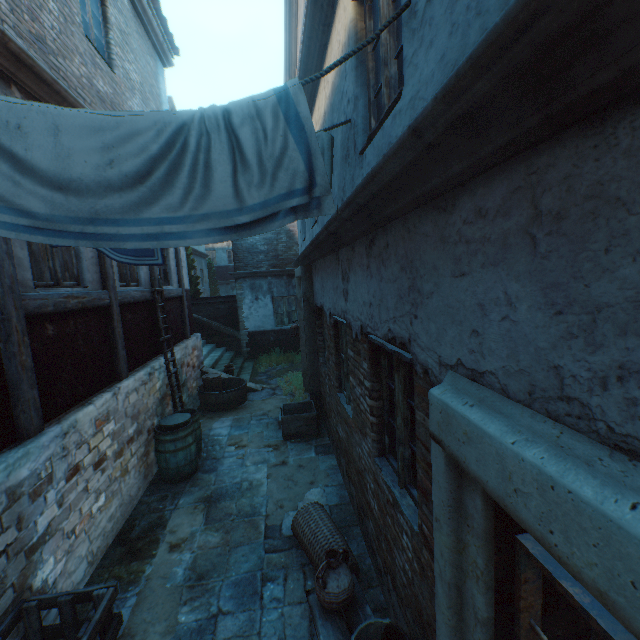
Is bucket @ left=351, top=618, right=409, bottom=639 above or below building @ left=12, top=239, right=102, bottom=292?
below

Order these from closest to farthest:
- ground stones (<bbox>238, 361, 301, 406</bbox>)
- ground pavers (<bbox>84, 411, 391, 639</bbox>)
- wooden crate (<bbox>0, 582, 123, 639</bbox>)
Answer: wooden crate (<bbox>0, 582, 123, 639</bbox>), ground pavers (<bbox>84, 411, 391, 639</bbox>), ground stones (<bbox>238, 361, 301, 406</bbox>)

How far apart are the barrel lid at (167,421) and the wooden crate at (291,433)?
1.8m

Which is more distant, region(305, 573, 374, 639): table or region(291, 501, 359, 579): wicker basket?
region(291, 501, 359, 579): wicker basket

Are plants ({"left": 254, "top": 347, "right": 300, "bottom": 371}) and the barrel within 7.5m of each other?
yes

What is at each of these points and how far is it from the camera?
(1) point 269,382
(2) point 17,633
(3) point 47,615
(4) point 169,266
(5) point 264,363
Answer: (1) ground stones, 11.0m
(2) building, 2.8m
(3) building, 3.2m
(4) building, 8.5m
(5) plants, 13.1m

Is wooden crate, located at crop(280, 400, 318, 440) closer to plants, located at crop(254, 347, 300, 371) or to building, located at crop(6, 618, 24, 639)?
building, located at crop(6, 618, 24, 639)

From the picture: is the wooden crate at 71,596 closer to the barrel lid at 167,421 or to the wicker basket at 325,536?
the wicker basket at 325,536
